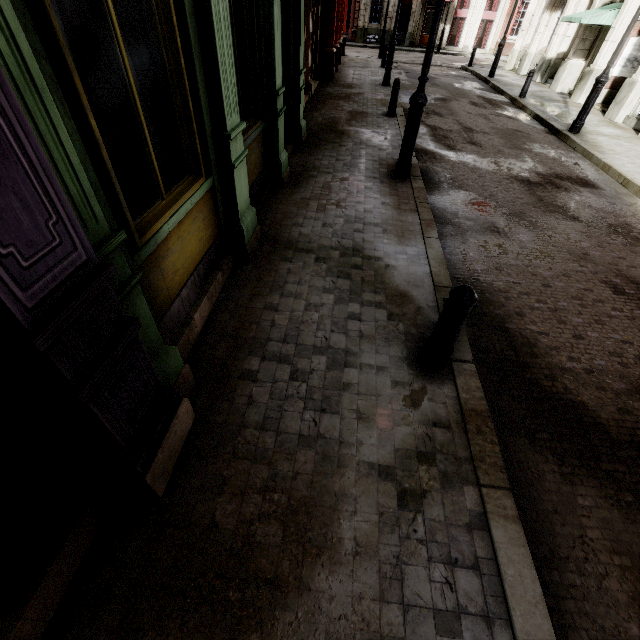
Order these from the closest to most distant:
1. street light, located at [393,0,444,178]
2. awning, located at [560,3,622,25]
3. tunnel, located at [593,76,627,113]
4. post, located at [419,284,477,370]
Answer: post, located at [419,284,477,370]
street light, located at [393,0,444,178]
awning, located at [560,3,622,25]
tunnel, located at [593,76,627,113]

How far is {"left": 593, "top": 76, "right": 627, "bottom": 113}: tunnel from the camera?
12.90m

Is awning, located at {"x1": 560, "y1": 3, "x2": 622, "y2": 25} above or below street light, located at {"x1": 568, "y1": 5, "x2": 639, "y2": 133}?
above

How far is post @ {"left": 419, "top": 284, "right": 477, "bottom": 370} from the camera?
2.72m

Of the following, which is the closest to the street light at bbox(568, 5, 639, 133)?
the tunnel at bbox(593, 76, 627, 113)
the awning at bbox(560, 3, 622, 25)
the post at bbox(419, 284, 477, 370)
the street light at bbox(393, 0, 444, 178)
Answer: the tunnel at bbox(593, 76, 627, 113)

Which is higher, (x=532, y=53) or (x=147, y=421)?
(x=532, y=53)

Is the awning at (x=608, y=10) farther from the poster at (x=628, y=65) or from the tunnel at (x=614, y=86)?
the tunnel at (x=614, y=86)

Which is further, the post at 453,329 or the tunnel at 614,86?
the tunnel at 614,86
